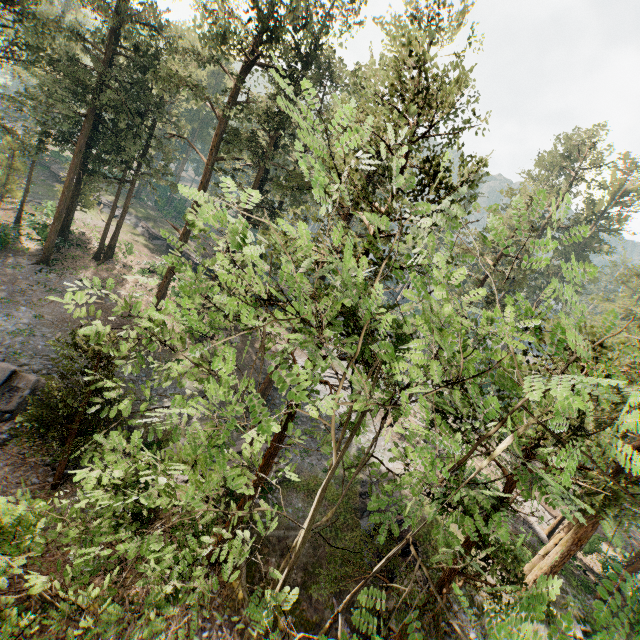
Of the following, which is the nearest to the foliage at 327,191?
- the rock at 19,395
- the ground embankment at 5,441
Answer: the ground embankment at 5,441

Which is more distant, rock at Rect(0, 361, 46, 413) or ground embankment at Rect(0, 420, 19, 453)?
rock at Rect(0, 361, 46, 413)

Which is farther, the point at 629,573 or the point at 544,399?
the point at 629,573

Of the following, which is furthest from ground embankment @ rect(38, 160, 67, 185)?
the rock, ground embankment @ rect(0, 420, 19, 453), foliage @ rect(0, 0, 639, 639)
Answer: ground embankment @ rect(0, 420, 19, 453)

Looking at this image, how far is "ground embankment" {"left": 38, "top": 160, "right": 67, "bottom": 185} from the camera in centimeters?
5066cm

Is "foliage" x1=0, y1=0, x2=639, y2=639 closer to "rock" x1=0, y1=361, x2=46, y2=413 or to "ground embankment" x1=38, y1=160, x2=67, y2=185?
"rock" x1=0, y1=361, x2=46, y2=413

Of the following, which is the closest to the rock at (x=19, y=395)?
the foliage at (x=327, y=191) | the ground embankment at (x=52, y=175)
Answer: the foliage at (x=327, y=191)

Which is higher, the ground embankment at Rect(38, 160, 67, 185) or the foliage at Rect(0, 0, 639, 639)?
the foliage at Rect(0, 0, 639, 639)
